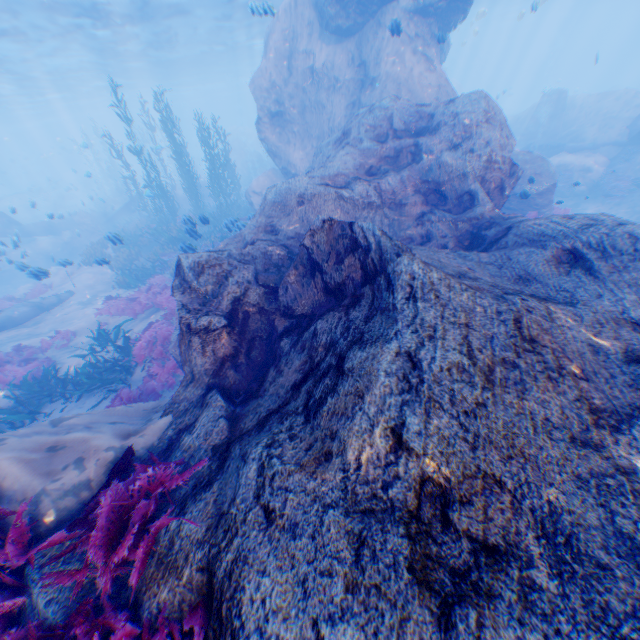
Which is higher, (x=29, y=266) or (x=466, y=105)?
(x=466, y=105)

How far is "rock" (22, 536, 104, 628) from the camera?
2.6 meters

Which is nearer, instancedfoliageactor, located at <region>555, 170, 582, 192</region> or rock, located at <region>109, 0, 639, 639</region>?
rock, located at <region>109, 0, 639, 639</region>

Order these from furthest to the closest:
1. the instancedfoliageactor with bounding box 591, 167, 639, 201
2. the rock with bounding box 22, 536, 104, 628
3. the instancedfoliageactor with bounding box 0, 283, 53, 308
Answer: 1. the instancedfoliageactor with bounding box 591, 167, 639, 201
2. the instancedfoliageactor with bounding box 0, 283, 53, 308
3. the rock with bounding box 22, 536, 104, 628

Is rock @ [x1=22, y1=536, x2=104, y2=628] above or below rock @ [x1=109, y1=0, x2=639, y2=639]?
below

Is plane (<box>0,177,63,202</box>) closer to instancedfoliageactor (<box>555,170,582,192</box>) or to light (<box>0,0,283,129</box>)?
light (<box>0,0,283,129</box>)

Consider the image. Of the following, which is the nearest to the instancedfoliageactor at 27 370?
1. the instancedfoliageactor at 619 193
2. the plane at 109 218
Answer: the plane at 109 218

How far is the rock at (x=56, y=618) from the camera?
2.6m
